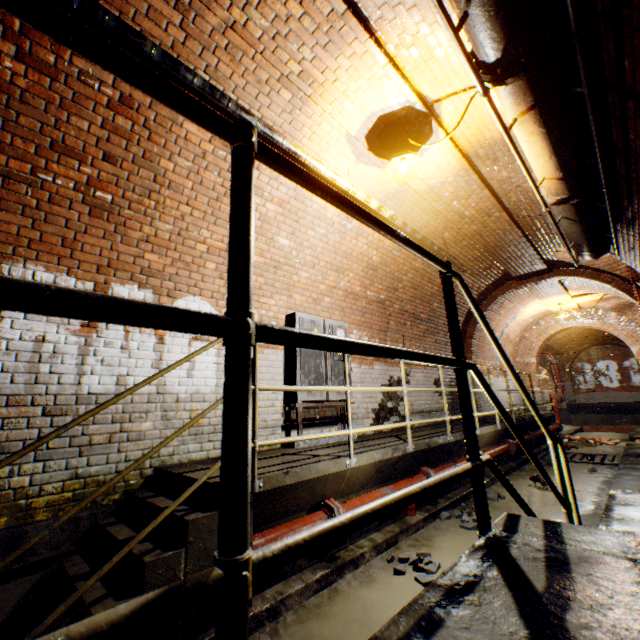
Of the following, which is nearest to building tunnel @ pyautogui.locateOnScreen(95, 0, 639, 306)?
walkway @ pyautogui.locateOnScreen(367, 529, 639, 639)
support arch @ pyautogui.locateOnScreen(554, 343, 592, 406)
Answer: walkway @ pyautogui.locateOnScreen(367, 529, 639, 639)

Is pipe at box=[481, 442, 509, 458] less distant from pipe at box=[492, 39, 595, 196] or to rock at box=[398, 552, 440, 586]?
rock at box=[398, 552, 440, 586]

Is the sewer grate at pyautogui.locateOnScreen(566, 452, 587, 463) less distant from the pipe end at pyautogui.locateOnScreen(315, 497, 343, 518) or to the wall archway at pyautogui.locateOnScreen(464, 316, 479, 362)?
the wall archway at pyautogui.locateOnScreen(464, 316, 479, 362)

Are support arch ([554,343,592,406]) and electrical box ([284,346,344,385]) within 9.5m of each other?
no

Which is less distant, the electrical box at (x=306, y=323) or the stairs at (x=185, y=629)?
the stairs at (x=185, y=629)

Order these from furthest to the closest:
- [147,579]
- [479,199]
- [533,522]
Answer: [479,199] < [147,579] < [533,522]

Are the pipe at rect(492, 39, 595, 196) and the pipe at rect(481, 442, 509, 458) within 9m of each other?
yes

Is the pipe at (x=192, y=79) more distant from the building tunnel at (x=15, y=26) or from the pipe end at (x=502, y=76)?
the pipe end at (x=502, y=76)
